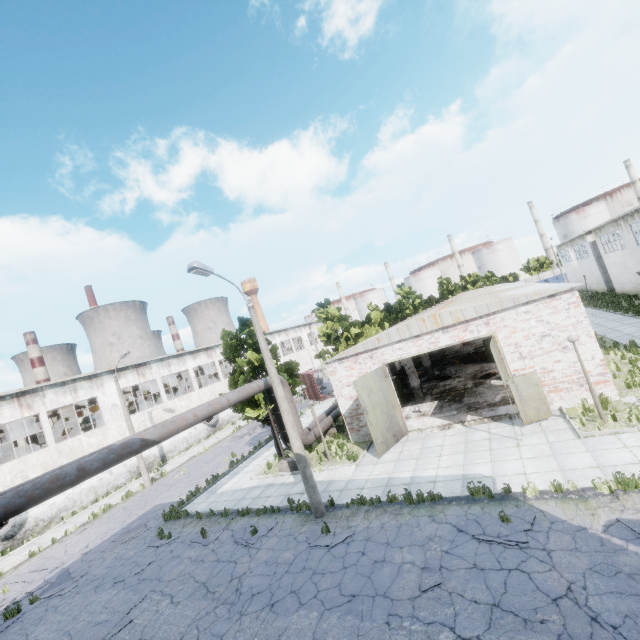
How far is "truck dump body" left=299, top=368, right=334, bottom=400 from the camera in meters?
34.1

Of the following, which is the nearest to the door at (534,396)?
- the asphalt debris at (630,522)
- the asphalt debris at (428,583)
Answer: the asphalt debris at (630,522)

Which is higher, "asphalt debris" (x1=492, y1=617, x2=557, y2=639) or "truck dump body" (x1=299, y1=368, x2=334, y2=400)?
"truck dump body" (x1=299, y1=368, x2=334, y2=400)

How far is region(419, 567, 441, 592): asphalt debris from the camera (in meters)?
7.62

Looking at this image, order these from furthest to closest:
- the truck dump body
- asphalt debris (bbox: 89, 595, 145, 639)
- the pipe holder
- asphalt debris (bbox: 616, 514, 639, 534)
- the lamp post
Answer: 1. the truck dump body
2. the pipe holder
3. the lamp post
4. asphalt debris (bbox: 89, 595, 145, 639)
5. asphalt debris (bbox: 616, 514, 639, 534)

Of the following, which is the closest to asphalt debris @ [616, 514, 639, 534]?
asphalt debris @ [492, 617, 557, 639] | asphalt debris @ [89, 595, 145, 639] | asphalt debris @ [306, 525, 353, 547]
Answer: asphalt debris @ [492, 617, 557, 639]

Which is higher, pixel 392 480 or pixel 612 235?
pixel 612 235

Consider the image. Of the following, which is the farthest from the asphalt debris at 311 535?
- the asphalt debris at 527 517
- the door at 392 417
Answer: the door at 392 417
